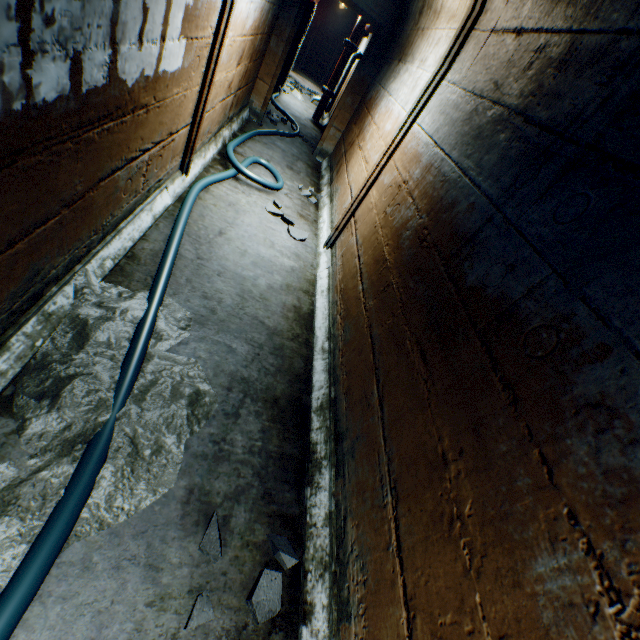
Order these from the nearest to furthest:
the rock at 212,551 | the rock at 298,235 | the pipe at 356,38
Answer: the rock at 212,551, the rock at 298,235, the pipe at 356,38

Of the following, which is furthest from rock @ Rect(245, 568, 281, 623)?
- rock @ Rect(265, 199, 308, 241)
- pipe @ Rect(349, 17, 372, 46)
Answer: pipe @ Rect(349, 17, 372, 46)

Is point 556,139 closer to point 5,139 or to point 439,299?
point 439,299

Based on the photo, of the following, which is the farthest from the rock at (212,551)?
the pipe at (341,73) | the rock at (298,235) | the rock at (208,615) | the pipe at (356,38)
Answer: the pipe at (341,73)

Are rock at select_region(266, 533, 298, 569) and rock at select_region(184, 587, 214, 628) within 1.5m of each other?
yes

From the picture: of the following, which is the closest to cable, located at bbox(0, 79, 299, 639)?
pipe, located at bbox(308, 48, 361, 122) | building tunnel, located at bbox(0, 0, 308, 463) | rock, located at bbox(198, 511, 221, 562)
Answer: building tunnel, located at bbox(0, 0, 308, 463)

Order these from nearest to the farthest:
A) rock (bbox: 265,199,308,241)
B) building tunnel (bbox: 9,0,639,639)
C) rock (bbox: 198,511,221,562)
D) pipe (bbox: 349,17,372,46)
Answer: building tunnel (bbox: 9,0,639,639)
rock (bbox: 198,511,221,562)
rock (bbox: 265,199,308,241)
pipe (bbox: 349,17,372,46)

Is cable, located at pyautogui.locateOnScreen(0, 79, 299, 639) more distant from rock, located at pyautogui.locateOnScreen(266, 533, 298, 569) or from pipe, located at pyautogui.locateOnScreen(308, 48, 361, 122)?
pipe, located at pyautogui.locateOnScreen(308, 48, 361, 122)
